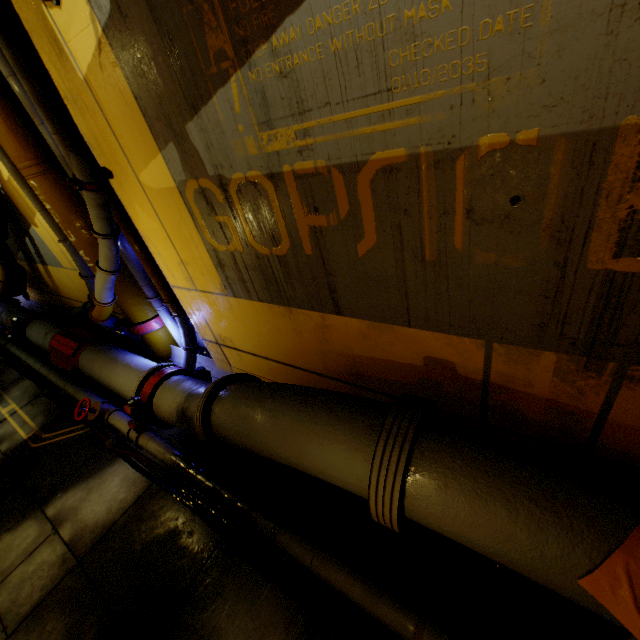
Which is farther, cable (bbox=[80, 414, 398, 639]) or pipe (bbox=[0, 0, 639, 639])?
cable (bbox=[80, 414, 398, 639])

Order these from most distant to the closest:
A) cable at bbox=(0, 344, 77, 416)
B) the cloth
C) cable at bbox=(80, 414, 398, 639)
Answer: cable at bbox=(0, 344, 77, 416)
cable at bbox=(80, 414, 398, 639)
the cloth

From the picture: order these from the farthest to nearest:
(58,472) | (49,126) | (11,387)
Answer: (11,387) → (58,472) → (49,126)

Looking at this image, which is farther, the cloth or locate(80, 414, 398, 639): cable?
locate(80, 414, 398, 639): cable

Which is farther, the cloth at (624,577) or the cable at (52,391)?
the cable at (52,391)

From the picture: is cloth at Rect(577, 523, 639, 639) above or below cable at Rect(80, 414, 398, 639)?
above
